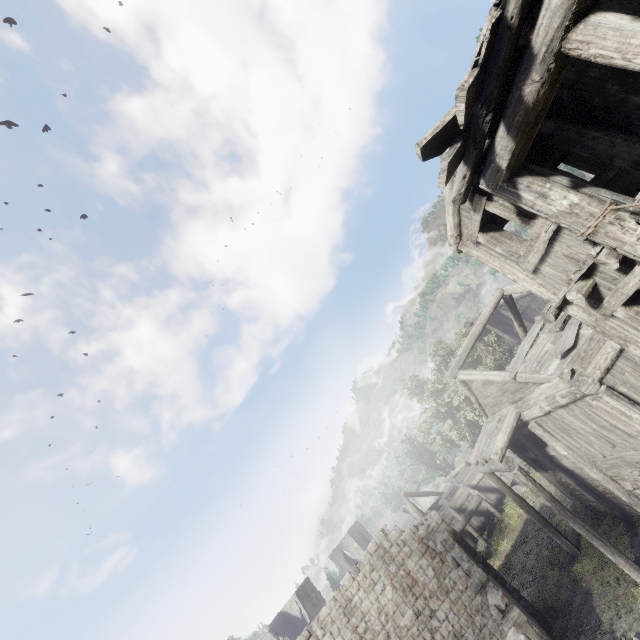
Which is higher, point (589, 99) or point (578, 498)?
point (589, 99)
